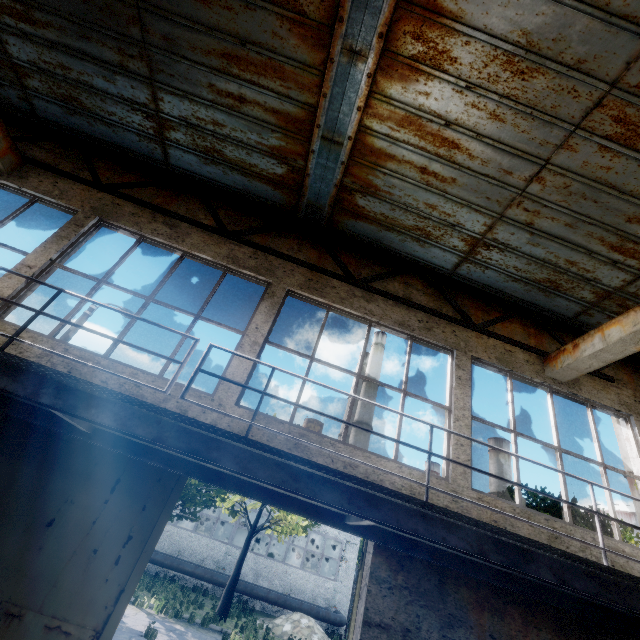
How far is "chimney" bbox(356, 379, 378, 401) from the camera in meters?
42.9 m

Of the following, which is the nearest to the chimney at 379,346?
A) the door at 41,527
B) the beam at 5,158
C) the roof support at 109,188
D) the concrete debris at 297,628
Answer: the concrete debris at 297,628

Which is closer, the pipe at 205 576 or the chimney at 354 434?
the pipe at 205 576

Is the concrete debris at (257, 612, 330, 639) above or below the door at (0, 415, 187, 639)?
below

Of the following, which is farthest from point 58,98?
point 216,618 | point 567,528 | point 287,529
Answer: point 287,529

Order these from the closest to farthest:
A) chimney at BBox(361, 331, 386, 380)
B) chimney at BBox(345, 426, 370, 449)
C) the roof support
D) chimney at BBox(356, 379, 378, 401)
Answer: the roof support < chimney at BBox(345, 426, 370, 449) < chimney at BBox(356, 379, 378, 401) < chimney at BBox(361, 331, 386, 380)

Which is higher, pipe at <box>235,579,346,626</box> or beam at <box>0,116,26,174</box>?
beam at <box>0,116,26,174</box>
